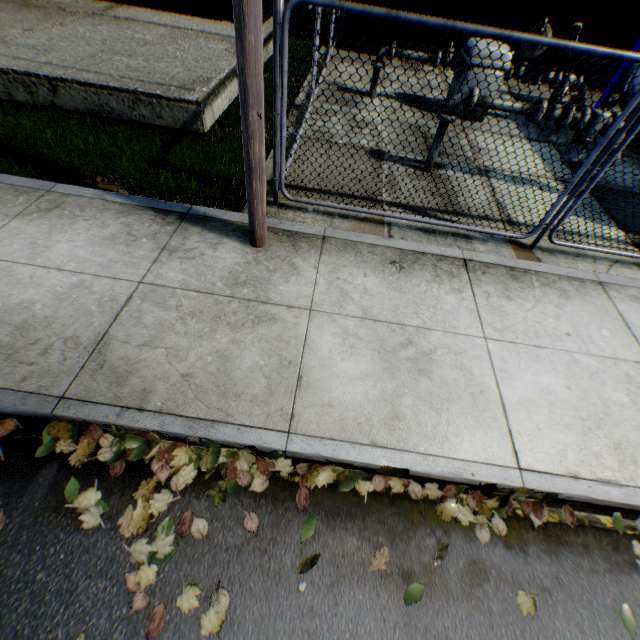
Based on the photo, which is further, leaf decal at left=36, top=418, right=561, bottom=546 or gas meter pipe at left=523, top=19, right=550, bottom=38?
gas meter pipe at left=523, top=19, right=550, bottom=38

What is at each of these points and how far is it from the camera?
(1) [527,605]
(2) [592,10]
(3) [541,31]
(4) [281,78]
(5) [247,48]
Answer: (1) leaf decal, 2.2 meters
(2) storage container, 9.3 meters
(3) gas meter pipe, 6.6 meters
(4) metal fence, 3.4 meters
(5) electric pole, 2.5 meters

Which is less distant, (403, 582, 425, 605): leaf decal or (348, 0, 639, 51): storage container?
(403, 582, 425, 605): leaf decal

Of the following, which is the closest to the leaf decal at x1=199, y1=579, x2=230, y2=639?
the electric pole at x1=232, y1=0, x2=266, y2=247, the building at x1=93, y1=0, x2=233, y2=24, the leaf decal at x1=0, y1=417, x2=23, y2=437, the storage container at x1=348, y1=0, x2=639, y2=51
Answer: the leaf decal at x1=0, y1=417, x2=23, y2=437

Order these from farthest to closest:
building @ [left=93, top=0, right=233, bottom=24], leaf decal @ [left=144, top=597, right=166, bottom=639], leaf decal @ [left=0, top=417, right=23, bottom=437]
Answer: building @ [left=93, top=0, right=233, bottom=24] < leaf decal @ [left=0, top=417, right=23, bottom=437] < leaf decal @ [left=144, top=597, right=166, bottom=639]

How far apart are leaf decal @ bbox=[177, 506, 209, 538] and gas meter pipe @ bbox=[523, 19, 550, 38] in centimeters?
818cm

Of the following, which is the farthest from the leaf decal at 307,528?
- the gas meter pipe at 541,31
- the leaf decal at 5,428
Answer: the gas meter pipe at 541,31

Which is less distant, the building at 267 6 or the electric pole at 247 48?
the electric pole at 247 48
